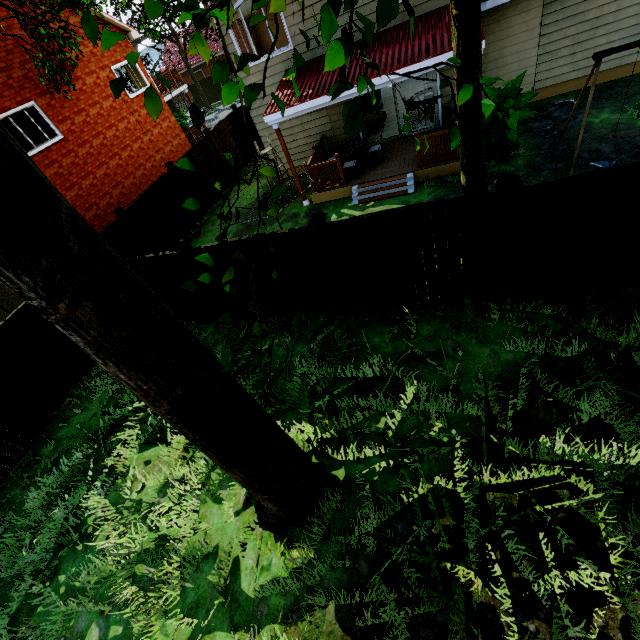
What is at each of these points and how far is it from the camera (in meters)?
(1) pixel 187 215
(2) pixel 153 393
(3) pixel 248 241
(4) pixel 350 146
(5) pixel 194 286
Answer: (1) fence, 13.37
(2) tree, 2.85
(3) fence, 6.45
(4) table, 11.28
(5) tree, 1.71

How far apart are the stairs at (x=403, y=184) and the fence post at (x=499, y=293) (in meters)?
5.10

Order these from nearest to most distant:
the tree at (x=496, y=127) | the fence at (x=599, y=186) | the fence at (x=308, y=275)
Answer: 1. the tree at (x=496, y=127)
2. the fence at (x=599, y=186)
3. the fence at (x=308, y=275)

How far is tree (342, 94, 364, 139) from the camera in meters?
1.3 m

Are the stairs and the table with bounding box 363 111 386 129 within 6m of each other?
yes

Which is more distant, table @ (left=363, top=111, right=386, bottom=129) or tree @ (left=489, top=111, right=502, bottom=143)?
table @ (left=363, top=111, right=386, bottom=129)

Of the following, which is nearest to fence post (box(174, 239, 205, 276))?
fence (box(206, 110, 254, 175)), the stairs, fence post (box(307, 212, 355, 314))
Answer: fence (box(206, 110, 254, 175))

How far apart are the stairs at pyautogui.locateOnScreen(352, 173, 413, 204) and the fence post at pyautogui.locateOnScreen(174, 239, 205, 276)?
5.34m
